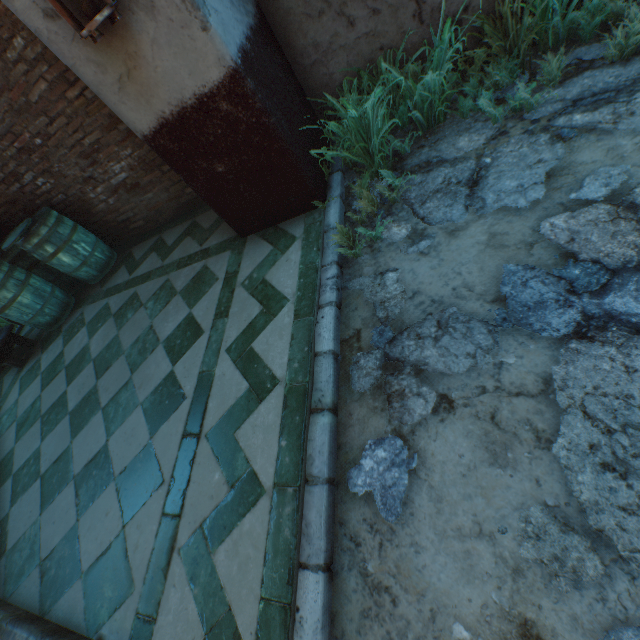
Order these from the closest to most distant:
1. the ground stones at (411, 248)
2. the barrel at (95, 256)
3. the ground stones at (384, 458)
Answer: the ground stones at (384, 458) < the ground stones at (411, 248) < the barrel at (95, 256)

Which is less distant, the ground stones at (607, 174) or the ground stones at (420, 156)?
the ground stones at (607, 174)

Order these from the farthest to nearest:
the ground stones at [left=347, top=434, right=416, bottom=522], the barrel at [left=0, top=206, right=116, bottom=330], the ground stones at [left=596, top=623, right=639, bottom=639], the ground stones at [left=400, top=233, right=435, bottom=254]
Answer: the barrel at [left=0, top=206, right=116, bottom=330]
the ground stones at [left=400, top=233, right=435, bottom=254]
the ground stones at [left=347, top=434, right=416, bottom=522]
the ground stones at [left=596, top=623, right=639, bottom=639]

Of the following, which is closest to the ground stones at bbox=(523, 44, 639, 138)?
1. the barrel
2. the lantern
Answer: the lantern

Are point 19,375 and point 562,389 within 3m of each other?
no

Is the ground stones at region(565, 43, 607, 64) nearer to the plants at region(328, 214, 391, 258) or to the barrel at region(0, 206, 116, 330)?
the plants at region(328, 214, 391, 258)

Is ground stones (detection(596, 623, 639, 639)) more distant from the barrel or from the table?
the table

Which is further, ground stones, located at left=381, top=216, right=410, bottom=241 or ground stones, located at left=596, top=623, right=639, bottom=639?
ground stones, located at left=381, top=216, right=410, bottom=241
